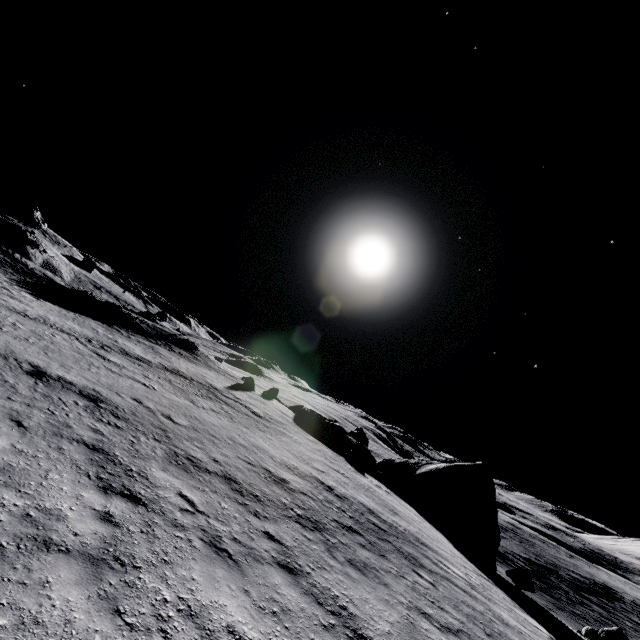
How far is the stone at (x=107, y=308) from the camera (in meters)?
36.62

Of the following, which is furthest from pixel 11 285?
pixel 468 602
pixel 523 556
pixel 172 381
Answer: pixel 523 556

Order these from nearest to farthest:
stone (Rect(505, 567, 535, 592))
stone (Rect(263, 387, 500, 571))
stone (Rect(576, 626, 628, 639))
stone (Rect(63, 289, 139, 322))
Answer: stone (Rect(576, 626, 628, 639))
stone (Rect(505, 567, 535, 592))
stone (Rect(263, 387, 500, 571))
stone (Rect(63, 289, 139, 322))

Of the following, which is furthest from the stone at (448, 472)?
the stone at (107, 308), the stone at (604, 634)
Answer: the stone at (107, 308)

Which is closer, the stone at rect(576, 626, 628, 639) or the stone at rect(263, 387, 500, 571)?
the stone at rect(576, 626, 628, 639)

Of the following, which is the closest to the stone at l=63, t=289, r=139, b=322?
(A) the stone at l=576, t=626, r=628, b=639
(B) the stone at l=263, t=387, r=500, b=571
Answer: (B) the stone at l=263, t=387, r=500, b=571
